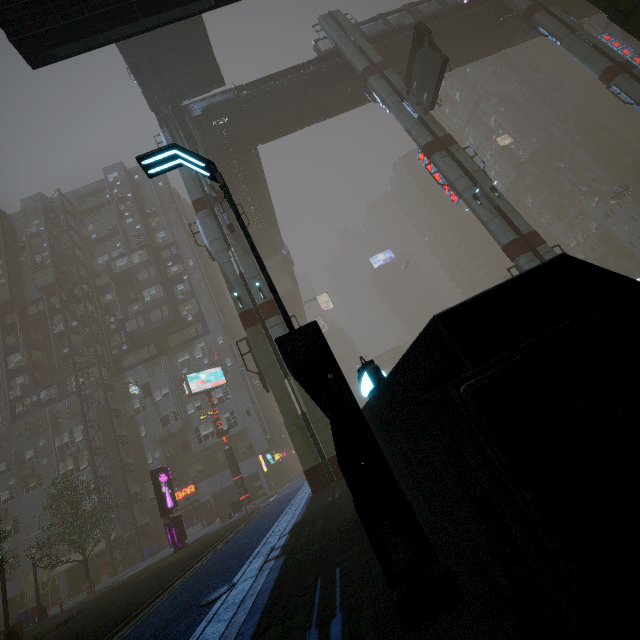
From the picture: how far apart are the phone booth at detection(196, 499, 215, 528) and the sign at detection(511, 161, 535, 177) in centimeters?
7007cm

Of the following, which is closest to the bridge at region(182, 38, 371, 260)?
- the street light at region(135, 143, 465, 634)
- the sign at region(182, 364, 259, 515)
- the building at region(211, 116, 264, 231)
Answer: the building at region(211, 116, 264, 231)

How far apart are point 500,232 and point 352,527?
18.85m

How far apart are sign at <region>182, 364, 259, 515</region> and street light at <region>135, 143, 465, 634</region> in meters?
24.2

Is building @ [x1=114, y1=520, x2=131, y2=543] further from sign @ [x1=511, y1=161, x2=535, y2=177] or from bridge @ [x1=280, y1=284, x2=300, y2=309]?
bridge @ [x1=280, y1=284, x2=300, y2=309]

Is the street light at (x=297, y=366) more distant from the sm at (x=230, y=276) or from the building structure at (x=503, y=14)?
the building structure at (x=503, y=14)

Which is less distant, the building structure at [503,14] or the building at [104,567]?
the building structure at [503,14]

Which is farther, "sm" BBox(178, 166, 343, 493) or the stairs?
the stairs
